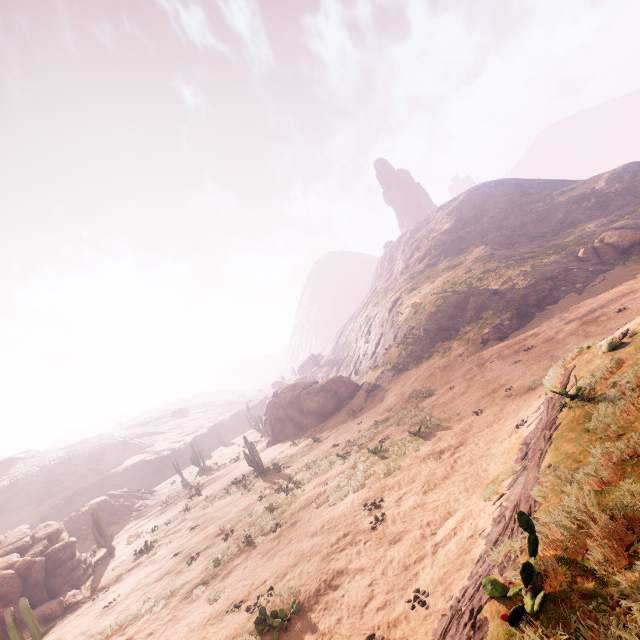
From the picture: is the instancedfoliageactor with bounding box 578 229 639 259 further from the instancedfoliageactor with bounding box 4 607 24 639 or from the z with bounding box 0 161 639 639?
the instancedfoliageactor with bounding box 4 607 24 639

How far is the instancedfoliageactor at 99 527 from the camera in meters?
23.6

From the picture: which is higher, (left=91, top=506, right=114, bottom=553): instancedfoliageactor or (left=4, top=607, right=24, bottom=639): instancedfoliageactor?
(left=4, top=607, right=24, bottom=639): instancedfoliageactor

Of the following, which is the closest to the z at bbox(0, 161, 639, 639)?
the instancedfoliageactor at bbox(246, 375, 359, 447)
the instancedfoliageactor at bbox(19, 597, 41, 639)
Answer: the instancedfoliageactor at bbox(19, 597, 41, 639)

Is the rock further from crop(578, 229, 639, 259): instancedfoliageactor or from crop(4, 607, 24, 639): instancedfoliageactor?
crop(578, 229, 639, 259): instancedfoliageactor

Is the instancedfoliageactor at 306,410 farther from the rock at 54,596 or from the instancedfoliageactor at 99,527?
the instancedfoliageactor at 99,527

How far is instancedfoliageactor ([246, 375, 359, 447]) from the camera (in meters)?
31.84

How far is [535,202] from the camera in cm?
5459
